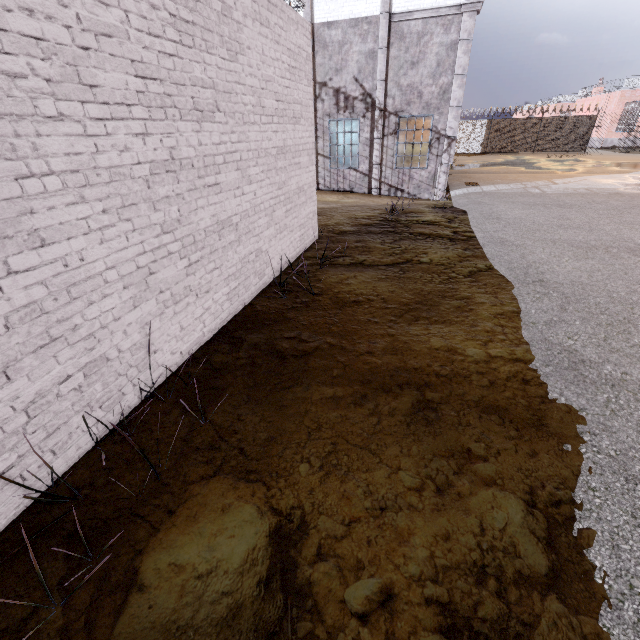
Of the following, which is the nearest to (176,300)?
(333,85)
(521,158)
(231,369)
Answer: (231,369)

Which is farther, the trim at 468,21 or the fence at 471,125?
the fence at 471,125

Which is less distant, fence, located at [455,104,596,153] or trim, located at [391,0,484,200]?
trim, located at [391,0,484,200]

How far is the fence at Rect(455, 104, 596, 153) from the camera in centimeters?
2775cm

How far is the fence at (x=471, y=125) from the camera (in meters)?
27.75
